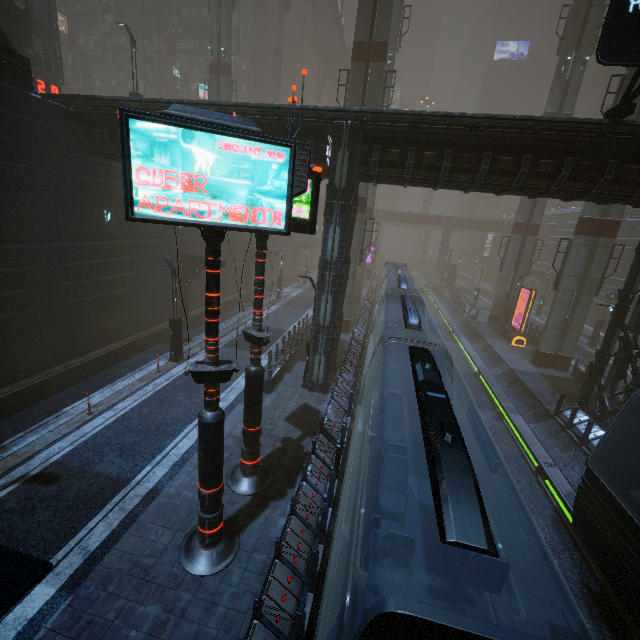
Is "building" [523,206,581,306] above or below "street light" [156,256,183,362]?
above

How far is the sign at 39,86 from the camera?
22.64m

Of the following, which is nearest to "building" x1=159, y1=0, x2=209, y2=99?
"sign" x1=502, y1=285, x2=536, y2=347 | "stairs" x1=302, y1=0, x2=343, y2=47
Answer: "sign" x1=502, y1=285, x2=536, y2=347

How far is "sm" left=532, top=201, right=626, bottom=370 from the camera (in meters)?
19.70

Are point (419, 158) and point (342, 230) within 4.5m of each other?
yes

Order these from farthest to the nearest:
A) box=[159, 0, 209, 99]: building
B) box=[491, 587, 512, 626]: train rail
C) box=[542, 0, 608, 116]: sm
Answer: box=[159, 0, 209, 99]: building
box=[542, 0, 608, 116]: sm
box=[491, 587, 512, 626]: train rail

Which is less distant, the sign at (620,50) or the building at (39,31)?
the sign at (620,50)

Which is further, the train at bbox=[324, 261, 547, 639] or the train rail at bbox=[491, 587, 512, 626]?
the train rail at bbox=[491, 587, 512, 626]
